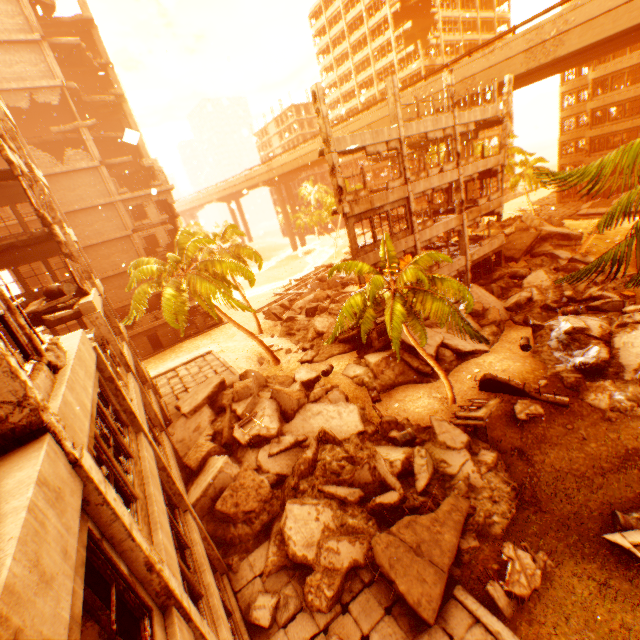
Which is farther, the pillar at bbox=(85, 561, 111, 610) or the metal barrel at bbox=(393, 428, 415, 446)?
the metal barrel at bbox=(393, 428, 415, 446)

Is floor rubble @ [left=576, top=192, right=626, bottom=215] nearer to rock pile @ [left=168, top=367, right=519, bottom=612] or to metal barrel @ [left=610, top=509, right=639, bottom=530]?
rock pile @ [left=168, top=367, right=519, bottom=612]

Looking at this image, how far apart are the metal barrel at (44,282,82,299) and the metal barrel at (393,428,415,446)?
14.0 meters

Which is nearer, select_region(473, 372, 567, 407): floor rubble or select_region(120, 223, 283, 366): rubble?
select_region(473, 372, 567, 407): floor rubble

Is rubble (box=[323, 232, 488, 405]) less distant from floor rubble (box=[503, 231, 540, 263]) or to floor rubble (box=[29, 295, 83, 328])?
floor rubble (box=[503, 231, 540, 263])

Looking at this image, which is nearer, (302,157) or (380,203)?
(380,203)

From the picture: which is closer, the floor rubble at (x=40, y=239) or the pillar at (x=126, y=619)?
the pillar at (x=126, y=619)

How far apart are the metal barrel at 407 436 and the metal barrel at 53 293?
13.97m
